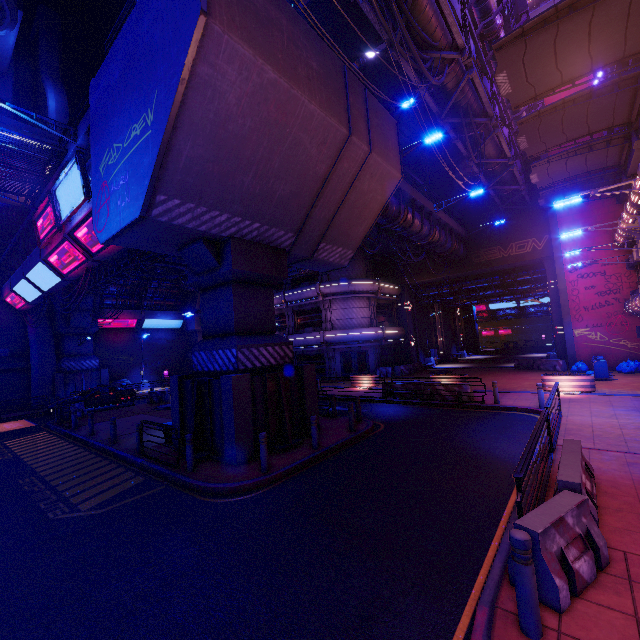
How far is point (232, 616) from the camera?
4.43m

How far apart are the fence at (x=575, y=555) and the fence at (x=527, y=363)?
23.8 meters

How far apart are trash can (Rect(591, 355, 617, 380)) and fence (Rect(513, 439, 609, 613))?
19.0 meters

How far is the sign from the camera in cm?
1176

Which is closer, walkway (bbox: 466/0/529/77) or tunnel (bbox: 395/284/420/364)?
walkway (bbox: 466/0/529/77)

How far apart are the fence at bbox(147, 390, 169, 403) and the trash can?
28.44m

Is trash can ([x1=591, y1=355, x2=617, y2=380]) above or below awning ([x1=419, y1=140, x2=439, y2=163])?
below

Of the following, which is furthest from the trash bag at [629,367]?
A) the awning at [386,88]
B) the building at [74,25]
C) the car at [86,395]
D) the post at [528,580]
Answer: the building at [74,25]
